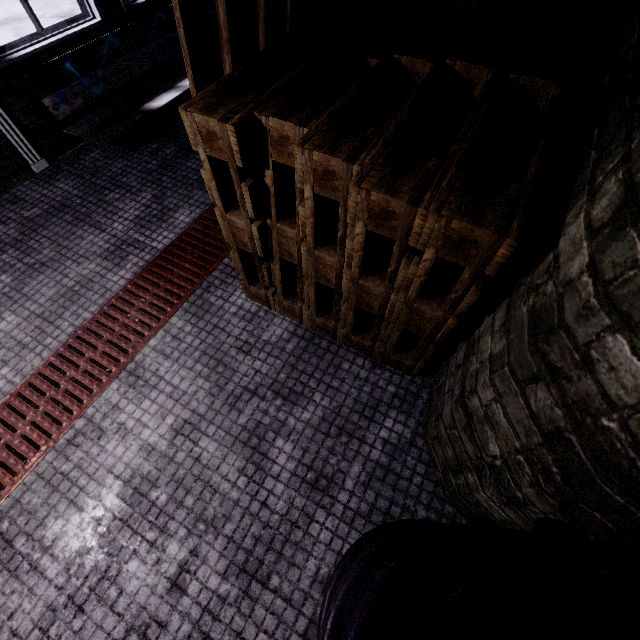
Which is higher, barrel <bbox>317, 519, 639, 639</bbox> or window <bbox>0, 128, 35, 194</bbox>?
barrel <bbox>317, 519, 639, 639</bbox>

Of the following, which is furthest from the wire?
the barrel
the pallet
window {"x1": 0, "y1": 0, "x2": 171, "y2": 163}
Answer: the barrel

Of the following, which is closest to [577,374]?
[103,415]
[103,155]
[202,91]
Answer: [202,91]

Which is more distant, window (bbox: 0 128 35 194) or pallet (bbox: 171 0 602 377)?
window (bbox: 0 128 35 194)

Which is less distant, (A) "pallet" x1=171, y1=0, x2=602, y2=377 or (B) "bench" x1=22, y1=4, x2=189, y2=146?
(A) "pallet" x1=171, y1=0, x2=602, y2=377

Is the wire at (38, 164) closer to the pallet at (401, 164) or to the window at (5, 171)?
the window at (5, 171)

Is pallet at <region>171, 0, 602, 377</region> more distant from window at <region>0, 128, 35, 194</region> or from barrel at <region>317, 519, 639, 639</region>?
window at <region>0, 128, 35, 194</region>

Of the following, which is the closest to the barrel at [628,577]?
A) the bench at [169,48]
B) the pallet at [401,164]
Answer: the pallet at [401,164]
